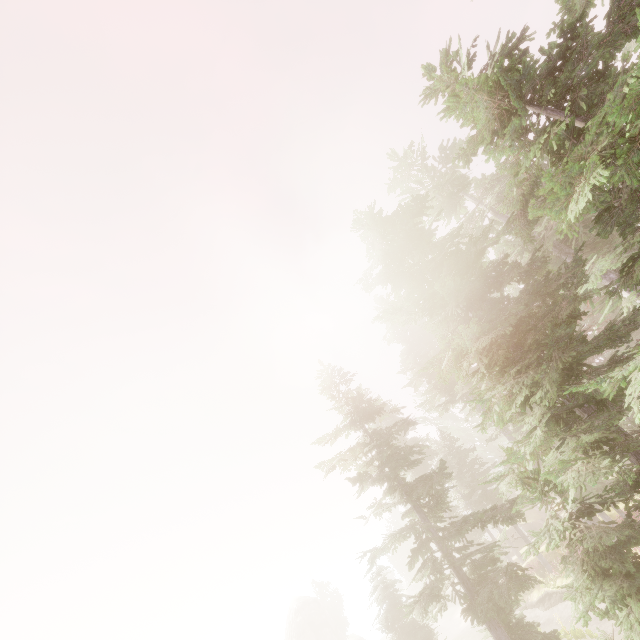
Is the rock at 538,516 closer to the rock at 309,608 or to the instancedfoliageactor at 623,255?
the instancedfoliageactor at 623,255

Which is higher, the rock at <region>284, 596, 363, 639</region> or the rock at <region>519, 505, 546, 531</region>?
the rock at <region>284, 596, 363, 639</region>

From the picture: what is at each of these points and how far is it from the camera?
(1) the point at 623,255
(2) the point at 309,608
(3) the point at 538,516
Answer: (1) instancedfoliageactor, 9.26m
(2) rock, 55.66m
(3) rock, 39.81m

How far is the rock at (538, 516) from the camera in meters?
38.3 m

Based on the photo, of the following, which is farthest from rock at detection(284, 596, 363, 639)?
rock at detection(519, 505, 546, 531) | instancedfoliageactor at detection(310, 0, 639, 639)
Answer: rock at detection(519, 505, 546, 531)

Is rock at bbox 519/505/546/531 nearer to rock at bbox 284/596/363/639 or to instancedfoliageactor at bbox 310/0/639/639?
instancedfoliageactor at bbox 310/0/639/639

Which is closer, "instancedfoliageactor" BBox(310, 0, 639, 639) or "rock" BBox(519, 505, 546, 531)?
"instancedfoliageactor" BBox(310, 0, 639, 639)
